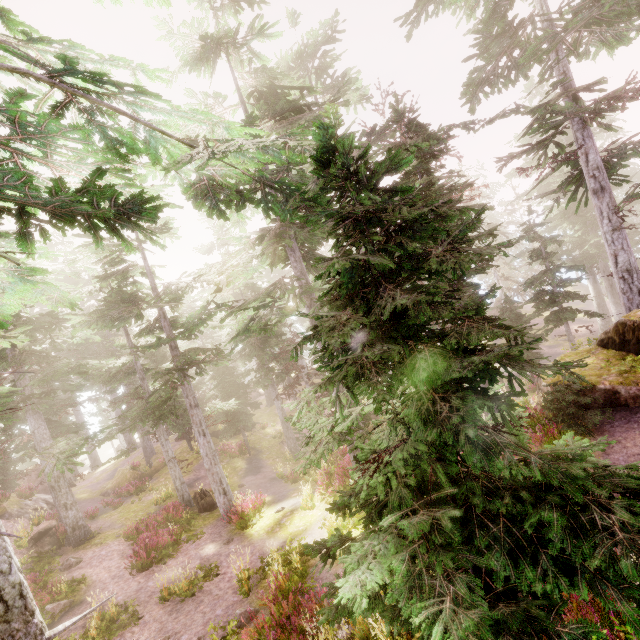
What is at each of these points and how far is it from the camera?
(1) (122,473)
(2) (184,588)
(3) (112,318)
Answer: (1) rock, 28.1m
(2) instancedfoliageactor, 11.4m
(3) instancedfoliageactor, 15.7m

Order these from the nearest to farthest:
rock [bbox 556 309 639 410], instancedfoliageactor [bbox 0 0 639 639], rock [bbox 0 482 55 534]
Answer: instancedfoliageactor [bbox 0 0 639 639] < rock [bbox 556 309 639 410] < rock [bbox 0 482 55 534]

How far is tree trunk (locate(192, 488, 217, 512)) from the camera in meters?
19.4 m

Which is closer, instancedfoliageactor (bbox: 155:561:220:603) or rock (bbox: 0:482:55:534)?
instancedfoliageactor (bbox: 155:561:220:603)

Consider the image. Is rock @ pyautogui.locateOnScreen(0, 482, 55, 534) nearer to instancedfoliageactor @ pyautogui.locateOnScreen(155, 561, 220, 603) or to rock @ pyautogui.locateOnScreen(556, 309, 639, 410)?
instancedfoliageactor @ pyautogui.locateOnScreen(155, 561, 220, 603)

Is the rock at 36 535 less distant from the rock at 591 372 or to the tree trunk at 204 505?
the tree trunk at 204 505

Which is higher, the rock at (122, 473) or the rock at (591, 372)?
the rock at (591, 372)

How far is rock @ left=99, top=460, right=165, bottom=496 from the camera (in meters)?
26.70
